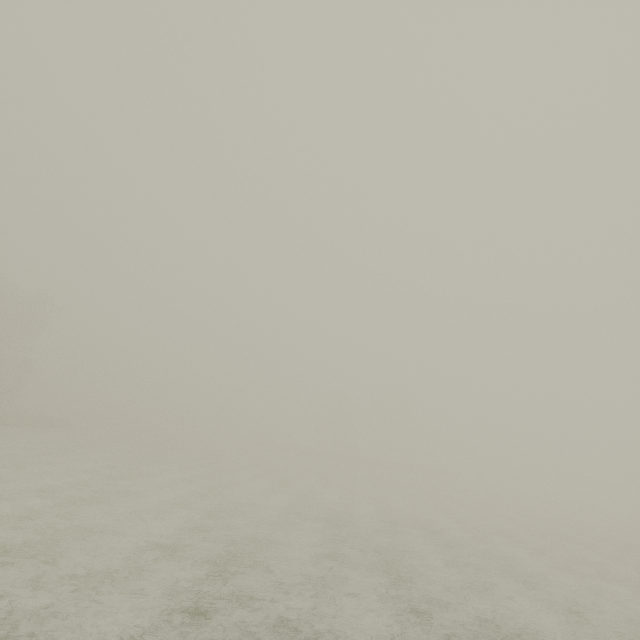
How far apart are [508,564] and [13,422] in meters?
41.4 m
